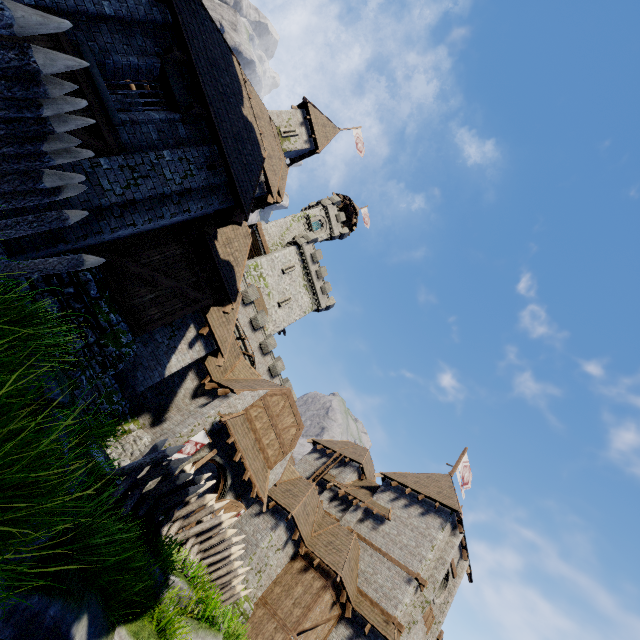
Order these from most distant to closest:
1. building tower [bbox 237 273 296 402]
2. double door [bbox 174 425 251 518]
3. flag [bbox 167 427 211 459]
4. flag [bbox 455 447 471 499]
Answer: building tower [bbox 237 273 296 402] → flag [bbox 455 447 471 499] → double door [bbox 174 425 251 518] → flag [bbox 167 427 211 459]

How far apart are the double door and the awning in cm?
45

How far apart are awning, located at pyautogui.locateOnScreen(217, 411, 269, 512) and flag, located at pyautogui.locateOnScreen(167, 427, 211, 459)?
0.8 meters

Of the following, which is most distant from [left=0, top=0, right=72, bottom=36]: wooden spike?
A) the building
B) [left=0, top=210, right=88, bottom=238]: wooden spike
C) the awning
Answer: the awning

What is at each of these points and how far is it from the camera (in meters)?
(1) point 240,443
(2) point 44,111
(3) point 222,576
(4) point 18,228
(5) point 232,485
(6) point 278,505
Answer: (1) awning, 16.59
(2) wooden spike, 3.39
(3) wooden spike, 11.82
(4) wooden spike, 4.54
(5) double door, 17.44
(6) building, 20.91

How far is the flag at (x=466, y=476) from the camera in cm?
3081

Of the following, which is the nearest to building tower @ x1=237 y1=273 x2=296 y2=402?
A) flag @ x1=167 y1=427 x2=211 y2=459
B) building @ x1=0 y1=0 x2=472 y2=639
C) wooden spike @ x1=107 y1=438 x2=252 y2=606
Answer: building @ x1=0 y1=0 x2=472 y2=639

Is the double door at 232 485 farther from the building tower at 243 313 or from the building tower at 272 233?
the building tower at 272 233
